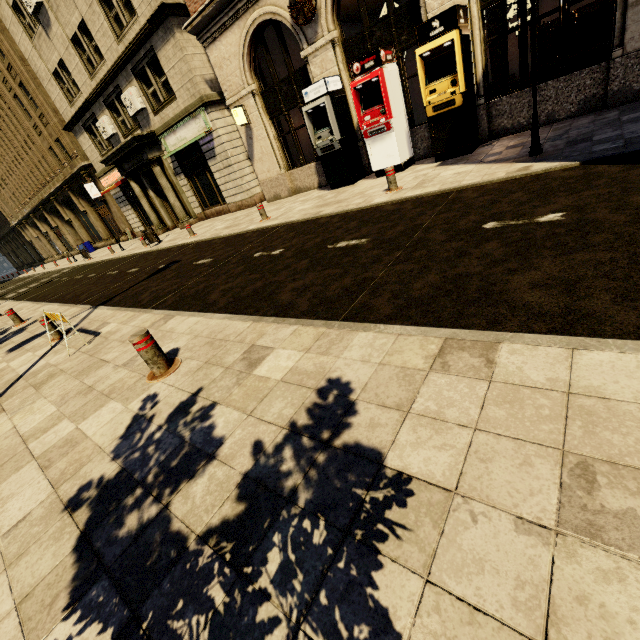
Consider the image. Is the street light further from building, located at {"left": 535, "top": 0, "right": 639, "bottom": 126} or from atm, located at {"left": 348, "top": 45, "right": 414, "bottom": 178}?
atm, located at {"left": 348, "top": 45, "right": 414, "bottom": 178}

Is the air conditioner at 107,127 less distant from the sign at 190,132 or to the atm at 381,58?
the sign at 190,132

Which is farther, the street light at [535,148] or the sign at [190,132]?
the sign at [190,132]

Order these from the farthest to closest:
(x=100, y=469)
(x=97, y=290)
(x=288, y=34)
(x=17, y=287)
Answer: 1. (x=17, y=287)
2. (x=288, y=34)
3. (x=97, y=290)
4. (x=100, y=469)

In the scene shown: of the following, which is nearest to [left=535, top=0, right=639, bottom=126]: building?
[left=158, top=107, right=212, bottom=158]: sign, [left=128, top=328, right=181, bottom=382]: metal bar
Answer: [left=158, top=107, right=212, bottom=158]: sign

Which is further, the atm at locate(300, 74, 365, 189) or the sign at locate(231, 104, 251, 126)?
the sign at locate(231, 104, 251, 126)

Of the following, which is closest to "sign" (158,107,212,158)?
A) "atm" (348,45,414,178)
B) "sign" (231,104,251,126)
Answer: "sign" (231,104,251,126)

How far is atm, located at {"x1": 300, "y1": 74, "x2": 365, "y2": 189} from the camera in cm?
1021
